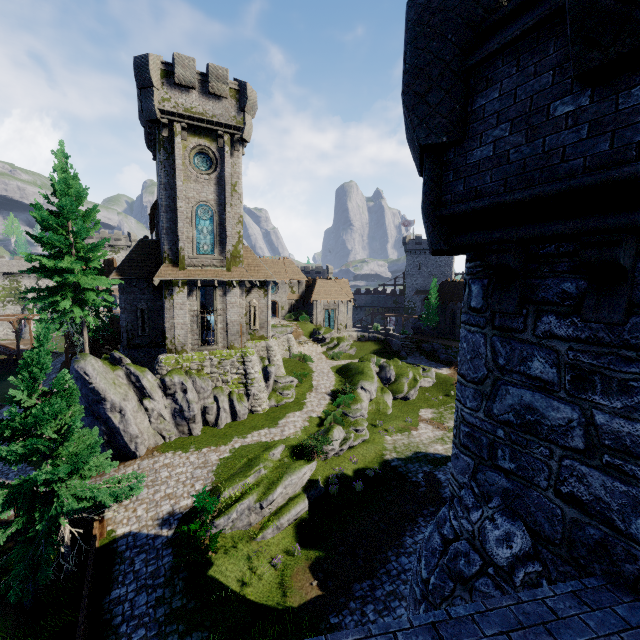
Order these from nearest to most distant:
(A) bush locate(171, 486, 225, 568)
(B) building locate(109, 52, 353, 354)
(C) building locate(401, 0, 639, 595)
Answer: (C) building locate(401, 0, 639, 595)
(A) bush locate(171, 486, 225, 568)
(B) building locate(109, 52, 353, 354)

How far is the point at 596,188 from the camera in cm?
286

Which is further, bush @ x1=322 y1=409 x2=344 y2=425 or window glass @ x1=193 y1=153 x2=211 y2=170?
bush @ x1=322 y1=409 x2=344 y2=425

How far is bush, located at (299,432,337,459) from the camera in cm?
2031

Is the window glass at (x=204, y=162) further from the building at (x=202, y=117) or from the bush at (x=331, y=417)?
the bush at (x=331, y=417)

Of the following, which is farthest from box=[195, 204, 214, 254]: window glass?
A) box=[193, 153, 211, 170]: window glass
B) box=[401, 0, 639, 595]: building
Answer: box=[401, 0, 639, 595]: building

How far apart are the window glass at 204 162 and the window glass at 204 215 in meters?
2.4 m

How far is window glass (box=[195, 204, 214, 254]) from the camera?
23.94m
